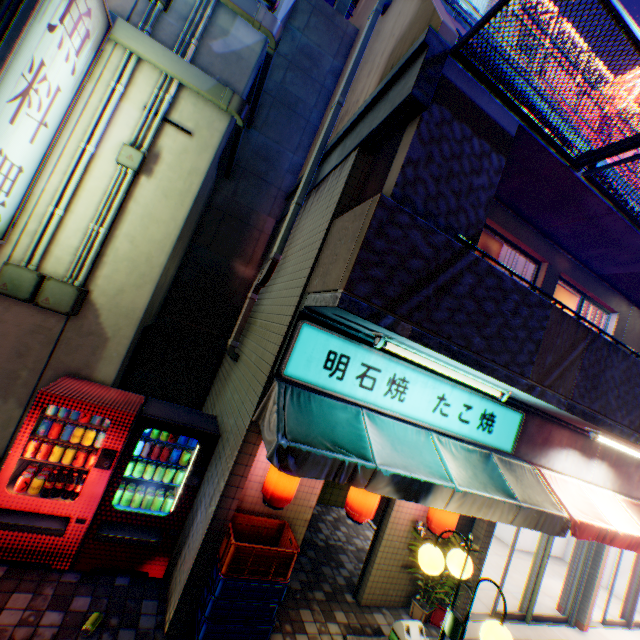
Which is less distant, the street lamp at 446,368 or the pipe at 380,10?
the street lamp at 446,368

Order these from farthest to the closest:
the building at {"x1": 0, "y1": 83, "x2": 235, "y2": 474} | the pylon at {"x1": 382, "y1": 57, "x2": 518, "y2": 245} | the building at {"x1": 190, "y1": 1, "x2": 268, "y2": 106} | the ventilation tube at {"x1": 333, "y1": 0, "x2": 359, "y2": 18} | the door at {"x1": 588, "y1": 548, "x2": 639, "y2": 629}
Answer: the ventilation tube at {"x1": 333, "y1": 0, "x2": 359, "y2": 18}
the door at {"x1": 588, "y1": 548, "x2": 639, "y2": 629}
the building at {"x1": 190, "y1": 1, "x2": 268, "y2": 106}
the building at {"x1": 0, "y1": 83, "x2": 235, "y2": 474}
the pylon at {"x1": 382, "y1": 57, "x2": 518, "y2": 245}

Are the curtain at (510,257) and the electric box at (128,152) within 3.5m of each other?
no

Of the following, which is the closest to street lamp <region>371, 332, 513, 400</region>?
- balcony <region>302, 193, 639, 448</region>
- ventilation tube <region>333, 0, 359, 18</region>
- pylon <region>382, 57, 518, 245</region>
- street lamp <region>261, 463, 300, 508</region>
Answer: balcony <region>302, 193, 639, 448</region>

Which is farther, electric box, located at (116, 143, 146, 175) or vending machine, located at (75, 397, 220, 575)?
electric box, located at (116, 143, 146, 175)

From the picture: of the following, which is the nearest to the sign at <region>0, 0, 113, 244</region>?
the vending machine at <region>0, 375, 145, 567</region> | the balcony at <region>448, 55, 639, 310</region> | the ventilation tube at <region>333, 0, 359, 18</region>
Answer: the vending machine at <region>0, 375, 145, 567</region>

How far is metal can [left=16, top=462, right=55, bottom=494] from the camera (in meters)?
3.91

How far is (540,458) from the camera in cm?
592
